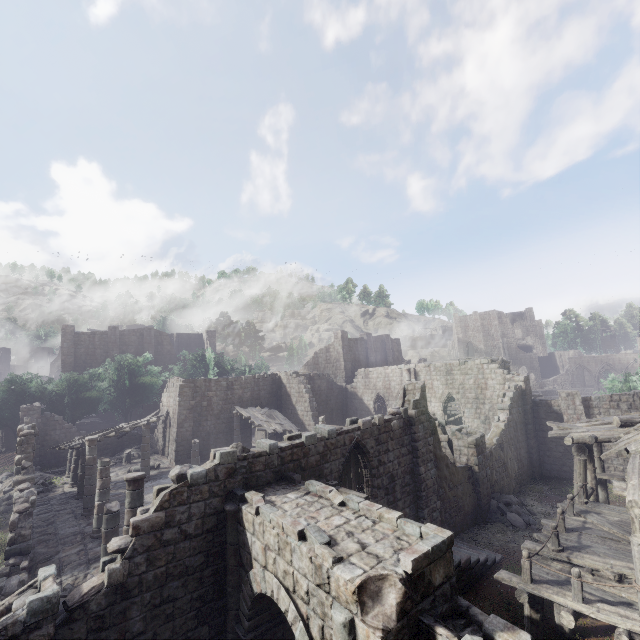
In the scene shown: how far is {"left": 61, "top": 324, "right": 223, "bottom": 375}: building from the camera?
41.22m

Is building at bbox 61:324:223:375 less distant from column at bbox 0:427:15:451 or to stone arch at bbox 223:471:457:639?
column at bbox 0:427:15:451

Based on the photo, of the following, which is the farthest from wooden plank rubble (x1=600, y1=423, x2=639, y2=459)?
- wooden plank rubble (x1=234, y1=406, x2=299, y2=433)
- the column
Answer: the column

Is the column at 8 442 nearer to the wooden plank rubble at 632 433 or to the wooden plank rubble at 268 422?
the wooden plank rubble at 268 422

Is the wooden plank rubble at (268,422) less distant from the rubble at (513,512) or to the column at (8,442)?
the rubble at (513,512)

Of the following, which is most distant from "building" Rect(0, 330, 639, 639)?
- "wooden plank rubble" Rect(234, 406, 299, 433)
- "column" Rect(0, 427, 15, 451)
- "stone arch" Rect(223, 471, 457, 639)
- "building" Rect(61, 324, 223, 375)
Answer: "building" Rect(61, 324, 223, 375)

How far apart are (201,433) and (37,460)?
14.1m

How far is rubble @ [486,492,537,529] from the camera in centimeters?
1681cm
